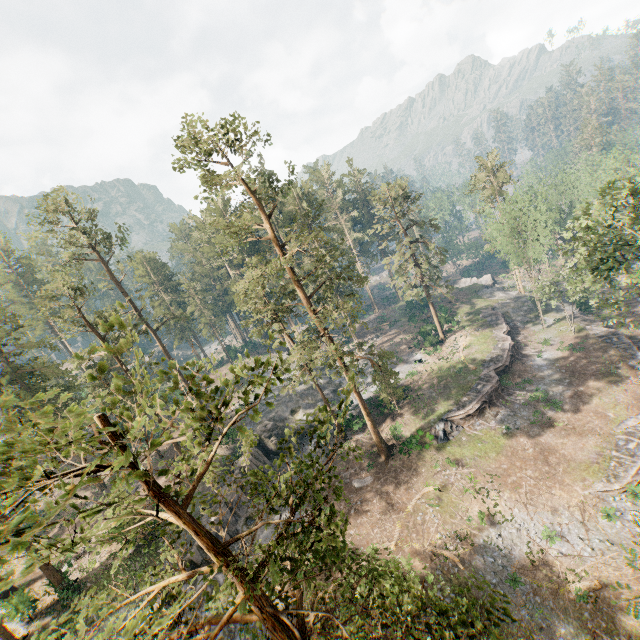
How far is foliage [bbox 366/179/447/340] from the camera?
41.44m

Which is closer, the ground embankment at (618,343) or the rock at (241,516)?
the rock at (241,516)

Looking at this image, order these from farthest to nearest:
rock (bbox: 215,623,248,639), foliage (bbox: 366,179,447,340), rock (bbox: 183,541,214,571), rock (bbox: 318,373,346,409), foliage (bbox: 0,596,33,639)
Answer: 1. rock (bbox: 318,373,346,409)
2. foliage (bbox: 366,179,447,340)
3. rock (bbox: 183,541,214,571)
4. foliage (bbox: 0,596,33,639)
5. rock (bbox: 215,623,248,639)

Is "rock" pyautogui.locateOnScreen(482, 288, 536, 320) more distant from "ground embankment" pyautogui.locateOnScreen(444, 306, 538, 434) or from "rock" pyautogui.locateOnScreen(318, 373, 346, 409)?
"rock" pyautogui.locateOnScreen(318, 373, 346, 409)

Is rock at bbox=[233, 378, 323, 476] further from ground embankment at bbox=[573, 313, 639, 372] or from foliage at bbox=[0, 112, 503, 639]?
ground embankment at bbox=[573, 313, 639, 372]

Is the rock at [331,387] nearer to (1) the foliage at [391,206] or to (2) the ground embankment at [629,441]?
(1) the foliage at [391,206]

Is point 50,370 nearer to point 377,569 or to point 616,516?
point 377,569

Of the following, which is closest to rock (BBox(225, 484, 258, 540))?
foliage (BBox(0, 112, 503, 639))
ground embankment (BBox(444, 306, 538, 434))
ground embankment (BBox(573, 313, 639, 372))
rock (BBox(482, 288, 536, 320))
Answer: foliage (BBox(0, 112, 503, 639))
